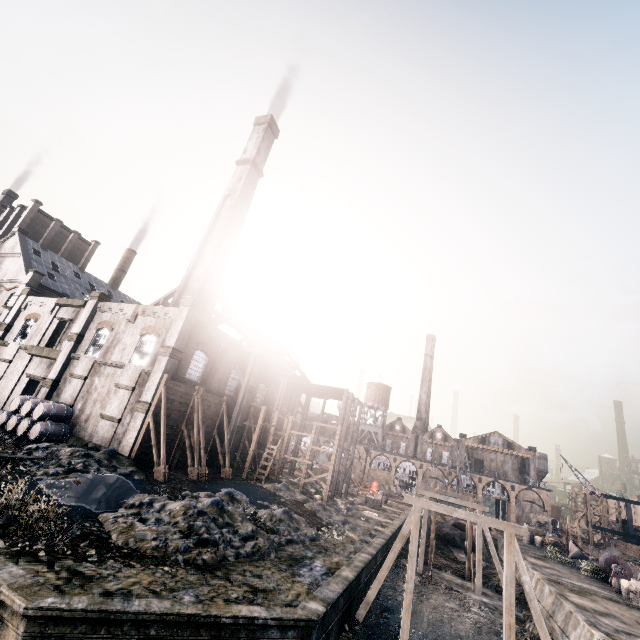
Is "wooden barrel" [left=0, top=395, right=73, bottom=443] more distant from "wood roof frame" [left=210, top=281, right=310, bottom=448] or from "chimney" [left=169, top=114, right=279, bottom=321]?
"wood roof frame" [left=210, top=281, right=310, bottom=448]

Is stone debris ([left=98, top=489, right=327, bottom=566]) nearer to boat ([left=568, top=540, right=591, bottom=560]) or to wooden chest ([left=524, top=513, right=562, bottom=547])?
boat ([left=568, top=540, right=591, bottom=560])

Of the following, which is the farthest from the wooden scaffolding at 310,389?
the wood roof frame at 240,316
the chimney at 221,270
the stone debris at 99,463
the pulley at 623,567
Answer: the pulley at 623,567

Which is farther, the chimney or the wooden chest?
the wooden chest

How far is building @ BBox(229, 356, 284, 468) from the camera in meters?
34.6 m

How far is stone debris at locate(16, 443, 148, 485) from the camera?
17.1m

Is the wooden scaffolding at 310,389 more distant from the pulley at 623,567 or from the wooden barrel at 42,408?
the pulley at 623,567

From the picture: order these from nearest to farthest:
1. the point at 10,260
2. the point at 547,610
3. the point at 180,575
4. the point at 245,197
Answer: the point at 180,575
the point at 547,610
the point at 245,197
the point at 10,260
